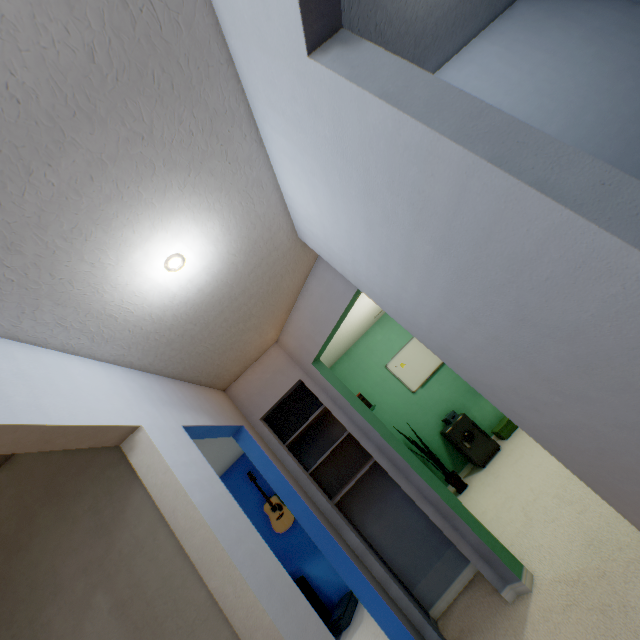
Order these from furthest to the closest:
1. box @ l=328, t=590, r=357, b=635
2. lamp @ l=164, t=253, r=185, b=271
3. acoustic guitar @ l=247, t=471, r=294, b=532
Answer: acoustic guitar @ l=247, t=471, r=294, b=532 < box @ l=328, t=590, r=357, b=635 < lamp @ l=164, t=253, r=185, b=271

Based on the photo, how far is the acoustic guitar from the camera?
4.6m

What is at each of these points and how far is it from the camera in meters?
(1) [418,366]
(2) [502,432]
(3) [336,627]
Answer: (1) whiteboard, 5.1 m
(2) box, 4.4 m
(3) box, 3.9 m

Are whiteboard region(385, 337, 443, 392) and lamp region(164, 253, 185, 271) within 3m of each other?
no

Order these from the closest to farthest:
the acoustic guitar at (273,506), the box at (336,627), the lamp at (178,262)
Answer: the lamp at (178,262), the box at (336,627), the acoustic guitar at (273,506)

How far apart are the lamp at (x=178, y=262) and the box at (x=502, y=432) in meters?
4.6

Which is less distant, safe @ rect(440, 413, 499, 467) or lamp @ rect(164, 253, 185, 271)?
lamp @ rect(164, 253, 185, 271)

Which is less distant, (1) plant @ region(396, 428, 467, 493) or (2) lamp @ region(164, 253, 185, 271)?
(2) lamp @ region(164, 253, 185, 271)
